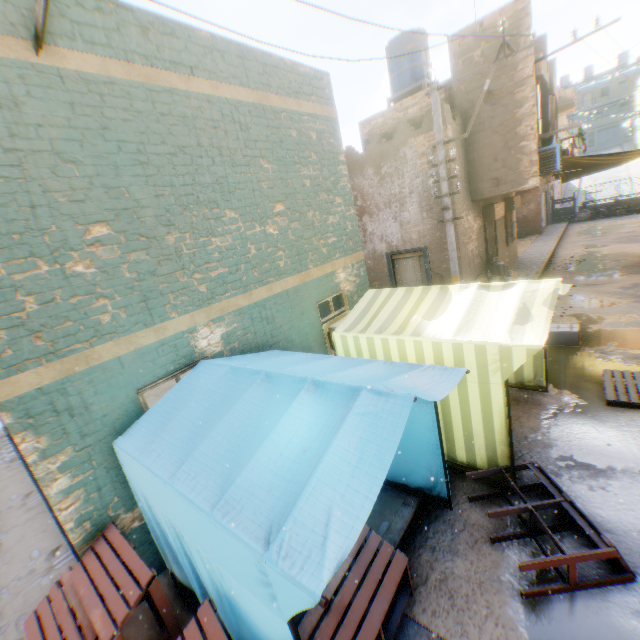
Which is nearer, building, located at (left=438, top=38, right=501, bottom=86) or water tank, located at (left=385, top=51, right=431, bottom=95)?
building, located at (left=438, top=38, right=501, bottom=86)

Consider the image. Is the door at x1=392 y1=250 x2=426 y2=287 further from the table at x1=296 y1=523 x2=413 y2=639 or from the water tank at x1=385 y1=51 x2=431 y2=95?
the water tank at x1=385 y1=51 x2=431 y2=95

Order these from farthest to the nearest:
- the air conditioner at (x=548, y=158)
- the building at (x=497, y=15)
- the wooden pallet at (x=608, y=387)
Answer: the air conditioner at (x=548, y=158) < the building at (x=497, y=15) < the wooden pallet at (x=608, y=387)

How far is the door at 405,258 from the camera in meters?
11.1 m

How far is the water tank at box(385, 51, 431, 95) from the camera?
12.0m

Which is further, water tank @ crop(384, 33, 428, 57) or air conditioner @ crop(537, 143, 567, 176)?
water tank @ crop(384, 33, 428, 57)

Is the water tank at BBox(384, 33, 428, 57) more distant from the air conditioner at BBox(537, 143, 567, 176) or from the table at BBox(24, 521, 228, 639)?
the table at BBox(24, 521, 228, 639)

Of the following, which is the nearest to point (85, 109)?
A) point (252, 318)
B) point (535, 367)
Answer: point (252, 318)
